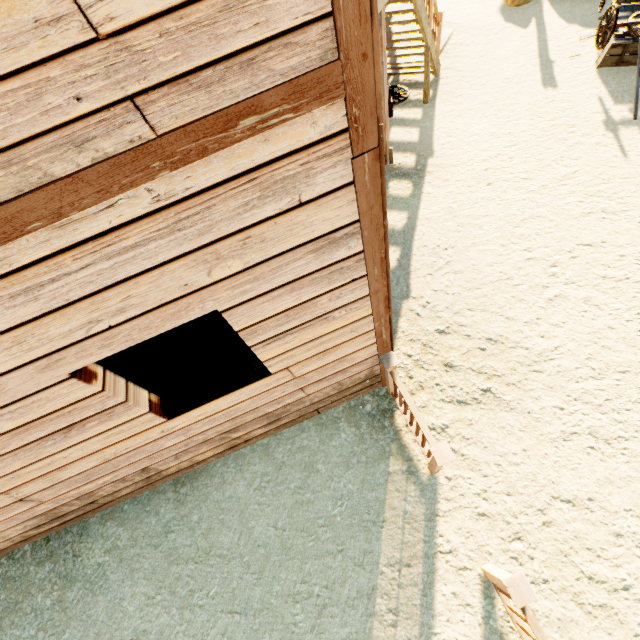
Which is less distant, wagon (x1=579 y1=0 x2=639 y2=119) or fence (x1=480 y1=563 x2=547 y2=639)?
fence (x1=480 y1=563 x2=547 y2=639)

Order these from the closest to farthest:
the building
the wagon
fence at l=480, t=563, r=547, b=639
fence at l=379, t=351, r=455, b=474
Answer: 1. the building
2. fence at l=480, t=563, r=547, b=639
3. fence at l=379, t=351, r=455, b=474
4. the wagon

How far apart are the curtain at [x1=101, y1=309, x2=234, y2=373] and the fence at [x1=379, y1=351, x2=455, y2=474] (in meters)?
1.58

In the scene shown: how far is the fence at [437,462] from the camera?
2.88m

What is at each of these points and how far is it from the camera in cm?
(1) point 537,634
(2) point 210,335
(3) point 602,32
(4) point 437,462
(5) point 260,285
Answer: (1) fence, 229
(2) curtain, 266
(3) wagon, 663
(4) fence, 284
(5) building, 213

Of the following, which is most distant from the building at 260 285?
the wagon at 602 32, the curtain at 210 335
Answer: the wagon at 602 32

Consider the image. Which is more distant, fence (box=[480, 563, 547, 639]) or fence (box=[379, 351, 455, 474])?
fence (box=[379, 351, 455, 474])

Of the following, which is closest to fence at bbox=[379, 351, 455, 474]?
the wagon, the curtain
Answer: the curtain
